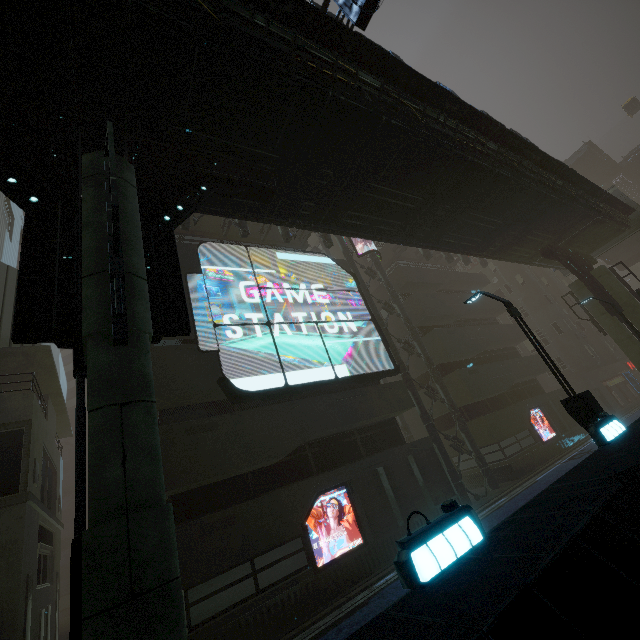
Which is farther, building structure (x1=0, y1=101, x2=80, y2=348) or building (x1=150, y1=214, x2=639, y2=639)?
building structure (x1=0, y1=101, x2=80, y2=348)

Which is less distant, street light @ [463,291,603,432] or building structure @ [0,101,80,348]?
building structure @ [0,101,80,348]

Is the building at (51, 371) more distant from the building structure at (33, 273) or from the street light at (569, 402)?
the street light at (569, 402)

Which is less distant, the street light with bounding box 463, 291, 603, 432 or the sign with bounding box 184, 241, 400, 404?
the street light with bounding box 463, 291, 603, 432

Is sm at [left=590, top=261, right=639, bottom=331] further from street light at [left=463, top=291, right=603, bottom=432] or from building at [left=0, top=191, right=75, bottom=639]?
street light at [left=463, top=291, right=603, bottom=432]

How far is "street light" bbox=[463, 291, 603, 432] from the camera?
8.1 meters

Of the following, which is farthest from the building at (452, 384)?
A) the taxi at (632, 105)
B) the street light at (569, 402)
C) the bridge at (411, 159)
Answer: the taxi at (632, 105)

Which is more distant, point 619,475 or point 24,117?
point 24,117
